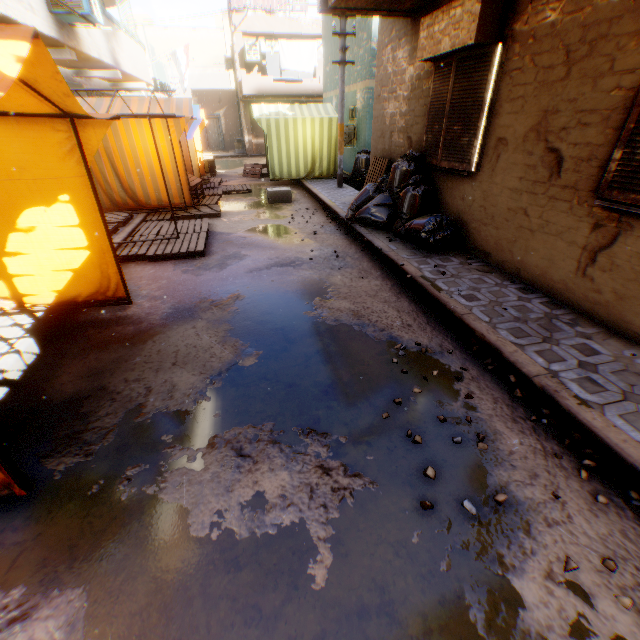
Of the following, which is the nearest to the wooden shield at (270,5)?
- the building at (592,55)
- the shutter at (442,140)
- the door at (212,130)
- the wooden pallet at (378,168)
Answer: the building at (592,55)

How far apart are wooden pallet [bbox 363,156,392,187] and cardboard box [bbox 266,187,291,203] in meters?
1.8 m

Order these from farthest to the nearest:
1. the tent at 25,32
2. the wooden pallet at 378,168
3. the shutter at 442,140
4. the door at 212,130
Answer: the door at 212,130, the wooden pallet at 378,168, the shutter at 442,140, the tent at 25,32

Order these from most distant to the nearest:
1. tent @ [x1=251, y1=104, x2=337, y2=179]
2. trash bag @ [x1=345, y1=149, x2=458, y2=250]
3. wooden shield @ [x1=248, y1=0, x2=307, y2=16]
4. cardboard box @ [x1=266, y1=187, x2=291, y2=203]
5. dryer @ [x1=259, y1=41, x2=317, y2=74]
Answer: dryer @ [x1=259, y1=41, x2=317, y2=74]
wooden shield @ [x1=248, y1=0, x2=307, y2=16]
tent @ [x1=251, y1=104, x2=337, y2=179]
cardboard box @ [x1=266, y1=187, x2=291, y2=203]
trash bag @ [x1=345, y1=149, x2=458, y2=250]

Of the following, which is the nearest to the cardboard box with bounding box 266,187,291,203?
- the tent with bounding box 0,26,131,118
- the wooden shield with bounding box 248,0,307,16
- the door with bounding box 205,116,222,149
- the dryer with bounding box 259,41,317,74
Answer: the tent with bounding box 0,26,131,118

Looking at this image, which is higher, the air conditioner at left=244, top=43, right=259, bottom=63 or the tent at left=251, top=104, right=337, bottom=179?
the air conditioner at left=244, top=43, right=259, bottom=63

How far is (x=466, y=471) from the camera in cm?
231

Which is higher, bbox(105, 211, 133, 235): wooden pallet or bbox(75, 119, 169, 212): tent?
bbox(75, 119, 169, 212): tent
